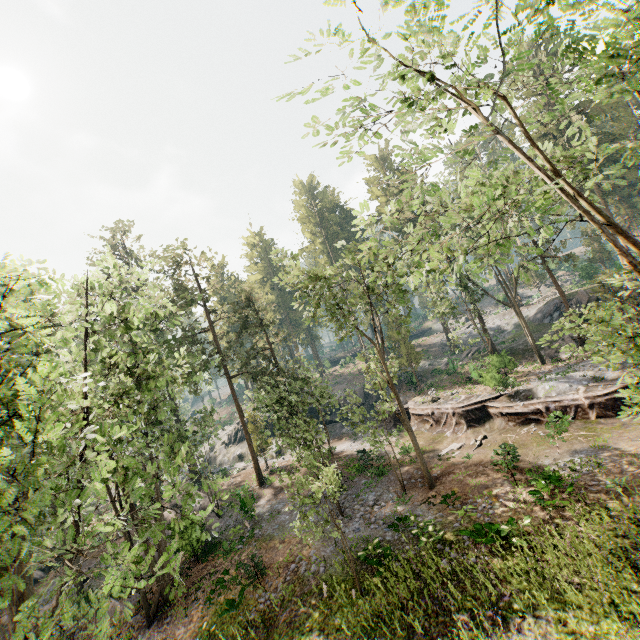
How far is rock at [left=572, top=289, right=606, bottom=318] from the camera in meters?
33.4 m

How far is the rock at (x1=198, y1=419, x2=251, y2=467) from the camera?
42.4 meters

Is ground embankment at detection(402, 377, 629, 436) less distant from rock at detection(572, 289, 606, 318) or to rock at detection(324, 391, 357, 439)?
rock at detection(324, 391, 357, 439)

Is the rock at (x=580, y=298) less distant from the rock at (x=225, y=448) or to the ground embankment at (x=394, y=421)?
the ground embankment at (x=394, y=421)

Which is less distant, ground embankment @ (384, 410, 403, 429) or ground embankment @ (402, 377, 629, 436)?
ground embankment @ (402, 377, 629, 436)

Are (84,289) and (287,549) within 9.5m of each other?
no

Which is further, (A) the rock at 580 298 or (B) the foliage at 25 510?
(A) the rock at 580 298

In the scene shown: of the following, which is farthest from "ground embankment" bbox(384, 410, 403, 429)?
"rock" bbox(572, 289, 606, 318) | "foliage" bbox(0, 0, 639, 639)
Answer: "rock" bbox(572, 289, 606, 318)
